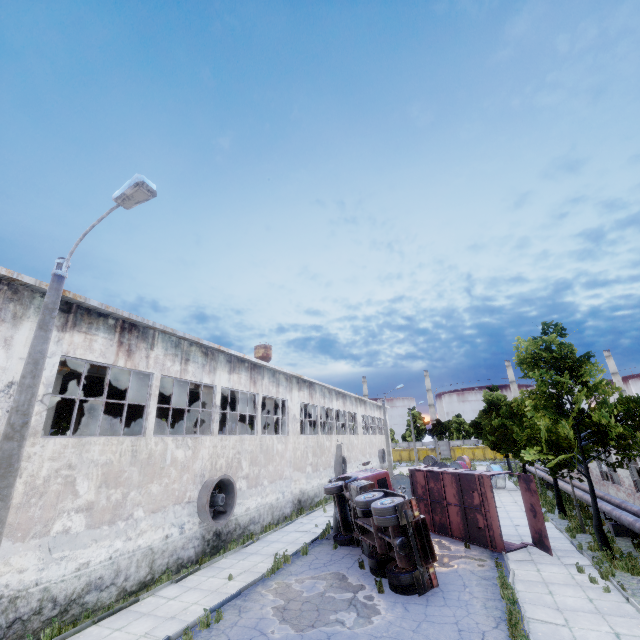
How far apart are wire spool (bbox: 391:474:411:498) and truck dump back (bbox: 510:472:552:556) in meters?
10.9

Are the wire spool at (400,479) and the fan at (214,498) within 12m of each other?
no

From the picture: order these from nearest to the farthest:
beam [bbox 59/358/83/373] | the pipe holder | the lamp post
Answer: the lamp post
beam [bbox 59/358/83/373]
the pipe holder

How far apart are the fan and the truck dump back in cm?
1358

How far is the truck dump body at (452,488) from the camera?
14.48m

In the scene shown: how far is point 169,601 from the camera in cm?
1098

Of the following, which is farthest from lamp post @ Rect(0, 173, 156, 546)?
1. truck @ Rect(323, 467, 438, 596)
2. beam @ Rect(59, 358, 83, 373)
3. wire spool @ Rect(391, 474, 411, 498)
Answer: wire spool @ Rect(391, 474, 411, 498)

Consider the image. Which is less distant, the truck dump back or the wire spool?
the truck dump back
